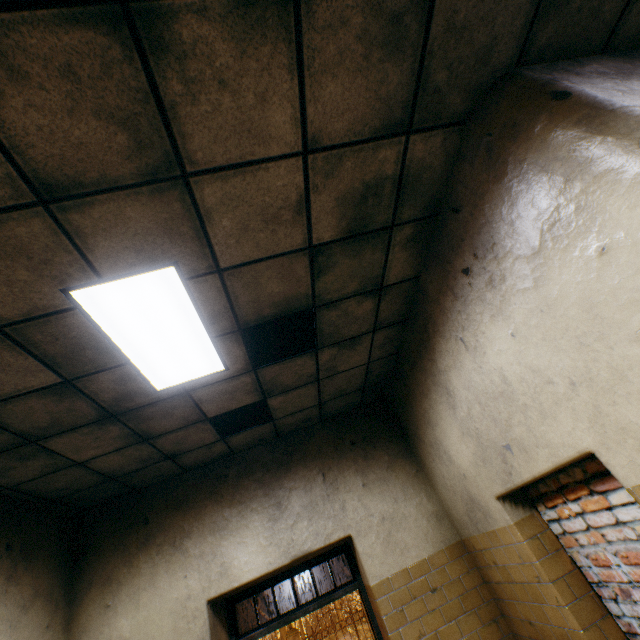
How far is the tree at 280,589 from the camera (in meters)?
19.80

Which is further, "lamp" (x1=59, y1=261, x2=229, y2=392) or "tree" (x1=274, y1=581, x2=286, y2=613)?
"tree" (x1=274, y1=581, x2=286, y2=613)

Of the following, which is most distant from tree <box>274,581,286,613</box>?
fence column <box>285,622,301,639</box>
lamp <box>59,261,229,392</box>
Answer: lamp <box>59,261,229,392</box>

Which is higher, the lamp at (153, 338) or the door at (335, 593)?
the lamp at (153, 338)

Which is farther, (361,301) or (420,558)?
(420,558)

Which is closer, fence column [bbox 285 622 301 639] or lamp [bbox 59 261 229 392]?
lamp [bbox 59 261 229 392]

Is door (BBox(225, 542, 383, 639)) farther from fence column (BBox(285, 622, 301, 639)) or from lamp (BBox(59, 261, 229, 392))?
fence column (BBox(285, 622, 301, 639))

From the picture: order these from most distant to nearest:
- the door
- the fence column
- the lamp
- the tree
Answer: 1. the tree
2. the fence column
3. the door
4. the lamp
